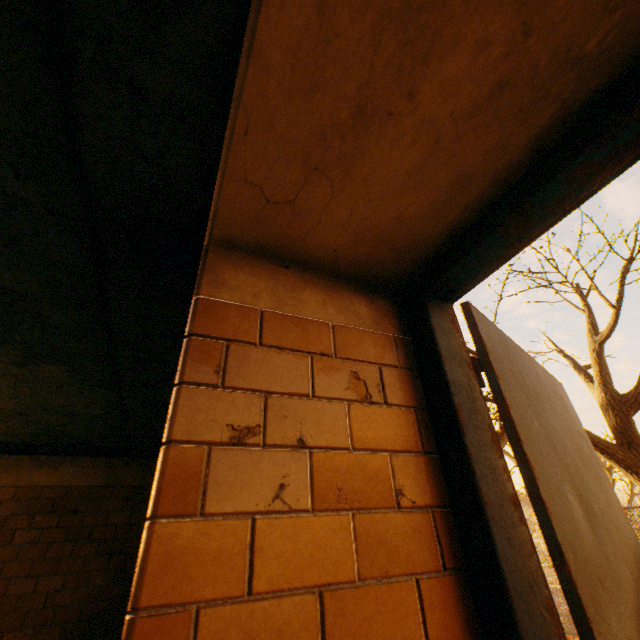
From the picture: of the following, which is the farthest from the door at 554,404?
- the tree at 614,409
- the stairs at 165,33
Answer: the tree at 614,409

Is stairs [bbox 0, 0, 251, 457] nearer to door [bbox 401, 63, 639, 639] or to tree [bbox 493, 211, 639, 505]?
door [bbox 401, 63, 639, 639]

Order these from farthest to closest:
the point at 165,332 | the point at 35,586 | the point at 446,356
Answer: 1. the point at 35,586
2. the point at 165,332
3. the point at 446,356

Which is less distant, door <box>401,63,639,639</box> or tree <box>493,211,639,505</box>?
door <box>401,63,639,639</box>

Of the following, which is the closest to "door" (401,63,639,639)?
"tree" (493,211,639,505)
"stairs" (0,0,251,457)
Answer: "stairs" (0,0,251,457)

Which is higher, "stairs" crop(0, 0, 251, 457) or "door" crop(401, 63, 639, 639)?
"stairs" crop(0, 0, 251, 457)

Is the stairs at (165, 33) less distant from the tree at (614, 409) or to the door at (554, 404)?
the door at (554, 404)
